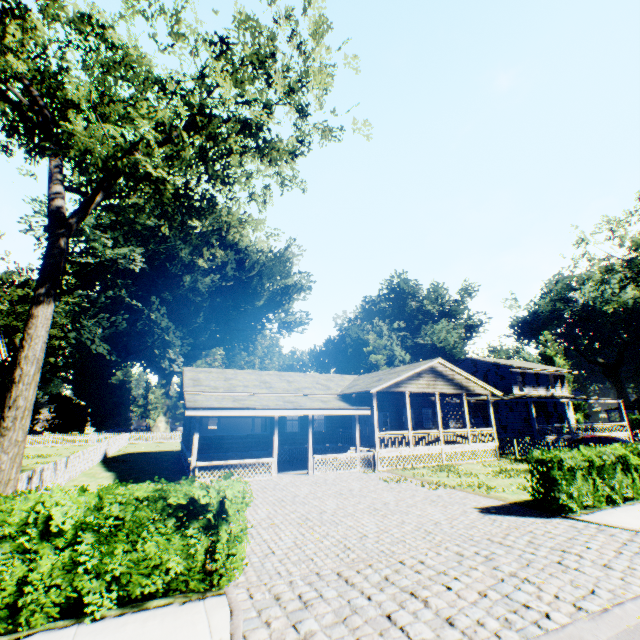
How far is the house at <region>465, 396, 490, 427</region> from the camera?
32.0m

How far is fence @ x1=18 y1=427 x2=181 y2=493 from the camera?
11.87m

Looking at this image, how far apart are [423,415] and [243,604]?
23.9 meters

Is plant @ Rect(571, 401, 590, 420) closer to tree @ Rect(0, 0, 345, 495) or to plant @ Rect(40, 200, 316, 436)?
plant @ Rect(40, 200, 316, 436)

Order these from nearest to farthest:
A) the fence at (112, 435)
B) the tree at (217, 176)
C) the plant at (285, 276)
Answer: the tree at (217, 176) < the fence at (112, 435) < the plant at (285, 276)

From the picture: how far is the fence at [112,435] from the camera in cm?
1187

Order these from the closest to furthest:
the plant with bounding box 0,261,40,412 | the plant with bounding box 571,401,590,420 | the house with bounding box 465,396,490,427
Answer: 1. the plant with bounding box 0,261,40,412
2. the house with bounding box 465,396,490,427
3. the plant with bounding box 571,401,590,420

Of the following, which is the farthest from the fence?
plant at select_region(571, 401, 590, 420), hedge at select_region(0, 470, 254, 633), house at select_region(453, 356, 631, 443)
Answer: plant at select_region(571, 401, 590, 420)
